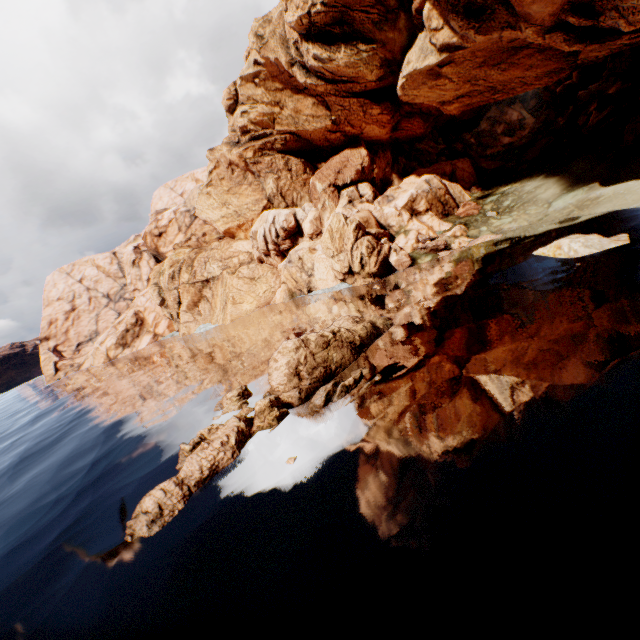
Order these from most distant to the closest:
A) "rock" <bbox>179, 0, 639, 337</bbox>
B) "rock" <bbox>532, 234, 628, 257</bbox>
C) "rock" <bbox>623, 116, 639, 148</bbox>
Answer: "rock" <bbox>623, 116, 639, 148</bbox>, "rock" <bbox>179, 0, 639, 337</bbox>, "rock" <bbox>532, 234, 628, 257</bbox>

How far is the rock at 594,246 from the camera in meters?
18.3

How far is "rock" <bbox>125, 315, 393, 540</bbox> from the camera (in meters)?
12.23

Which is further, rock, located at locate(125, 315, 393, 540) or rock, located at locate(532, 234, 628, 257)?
rock, located at locate(532, 234, 628, 257)

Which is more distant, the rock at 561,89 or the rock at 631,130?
the rock at 631,130

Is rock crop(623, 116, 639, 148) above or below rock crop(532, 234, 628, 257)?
above

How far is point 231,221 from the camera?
59.91m
